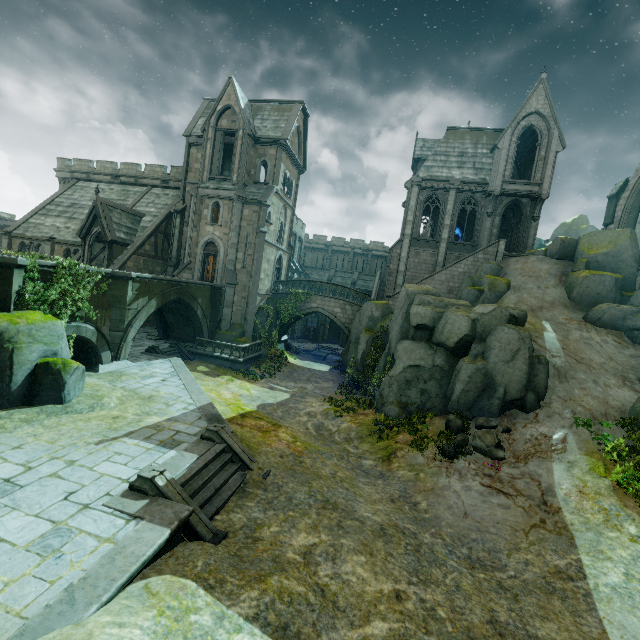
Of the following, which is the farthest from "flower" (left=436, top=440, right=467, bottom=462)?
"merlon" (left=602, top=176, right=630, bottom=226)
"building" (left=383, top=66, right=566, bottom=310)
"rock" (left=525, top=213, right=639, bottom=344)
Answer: "merlon" (left=602, top=176, right=630, bottom=226)

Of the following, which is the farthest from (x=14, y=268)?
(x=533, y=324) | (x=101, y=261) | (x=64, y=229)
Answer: (x=533, y=324)

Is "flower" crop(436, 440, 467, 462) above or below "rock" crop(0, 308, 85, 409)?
below

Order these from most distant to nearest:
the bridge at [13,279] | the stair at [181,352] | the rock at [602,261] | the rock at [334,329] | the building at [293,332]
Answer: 1. the rock at [334,329]
2. the building at [293,332]
3. the stair at [181,352]
4. the rock at [602,261]
5. the bridge at [13,279]

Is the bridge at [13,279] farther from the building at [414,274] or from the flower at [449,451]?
the flower at [449,451]

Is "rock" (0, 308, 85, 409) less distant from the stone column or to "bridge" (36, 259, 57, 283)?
"bridge" (36, 259, 57, 283)

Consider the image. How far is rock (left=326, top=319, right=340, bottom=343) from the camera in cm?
5209

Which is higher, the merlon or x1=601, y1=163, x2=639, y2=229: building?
the merlon
